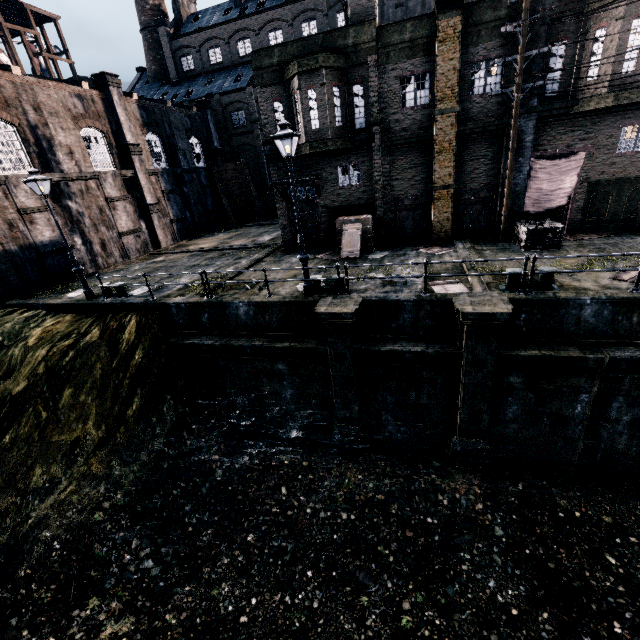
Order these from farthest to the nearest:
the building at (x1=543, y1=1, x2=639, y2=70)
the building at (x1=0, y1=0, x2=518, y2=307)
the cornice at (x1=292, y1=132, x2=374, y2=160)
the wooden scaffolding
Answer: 1. the wooden scaffolding
2. the cornice at (x1=292, y1=132, x2=374, y2=160)
3. the building at (x1=0, y1=0, x2=518, y2=307)
4. the building at (x1=543, y1=1, x2=639, y2=70)

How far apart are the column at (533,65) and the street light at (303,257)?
11.15m

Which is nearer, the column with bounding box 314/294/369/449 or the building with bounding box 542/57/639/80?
the column with bounding box 314/294/369/449

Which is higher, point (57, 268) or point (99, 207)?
point (99, 207)

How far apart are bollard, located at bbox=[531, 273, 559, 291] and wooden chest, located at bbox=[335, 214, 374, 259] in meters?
7.6 m

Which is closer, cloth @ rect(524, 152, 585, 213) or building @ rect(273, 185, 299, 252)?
cloth @ rect(524, 152, 585, 213)

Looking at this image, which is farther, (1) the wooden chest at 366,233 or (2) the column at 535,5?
(1) the wooden chest at 366,233

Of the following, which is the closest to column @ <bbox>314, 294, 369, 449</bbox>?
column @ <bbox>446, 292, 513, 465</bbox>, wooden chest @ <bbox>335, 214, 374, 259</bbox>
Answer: column @ <bbox>446, 292, 513, 465</bbox>
